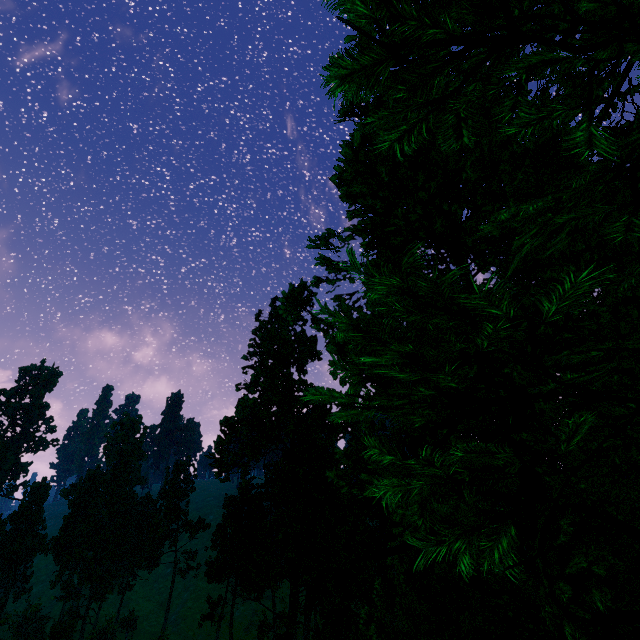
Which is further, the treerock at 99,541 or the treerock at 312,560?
the treerock at 99,541

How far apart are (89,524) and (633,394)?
81.2 meters

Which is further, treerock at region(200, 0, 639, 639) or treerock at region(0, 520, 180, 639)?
treerock at region(0, 520, 180, 639)
